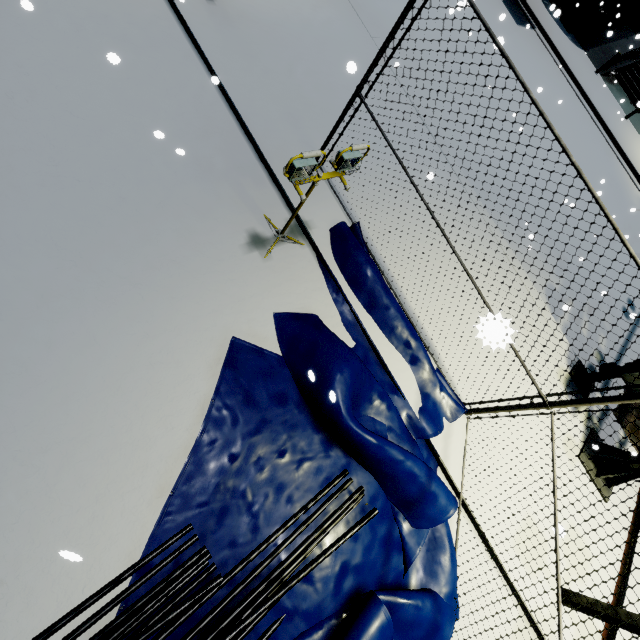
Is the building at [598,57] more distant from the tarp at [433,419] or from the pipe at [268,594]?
the pipe at [268,594]

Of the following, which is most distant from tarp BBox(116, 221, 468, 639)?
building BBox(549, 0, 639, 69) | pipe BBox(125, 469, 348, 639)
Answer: building BBox(549, 0, 639, 69)

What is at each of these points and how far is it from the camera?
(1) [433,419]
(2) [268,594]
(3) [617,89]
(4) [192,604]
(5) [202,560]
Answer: (1) tarp, 5.2m
(2) pipe, 3.4m
(3) building, 20.9m
(4) pipe, 3.1m
(5) pipe, 3.3m

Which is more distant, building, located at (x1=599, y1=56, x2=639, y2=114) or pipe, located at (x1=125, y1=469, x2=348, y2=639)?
building, located at (x1=599, y1=56, x2=639, y2=114)

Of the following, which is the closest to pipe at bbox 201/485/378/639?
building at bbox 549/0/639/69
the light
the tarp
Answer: the tarp

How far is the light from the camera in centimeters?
340cm

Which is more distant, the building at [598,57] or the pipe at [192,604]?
the building at [598,57]

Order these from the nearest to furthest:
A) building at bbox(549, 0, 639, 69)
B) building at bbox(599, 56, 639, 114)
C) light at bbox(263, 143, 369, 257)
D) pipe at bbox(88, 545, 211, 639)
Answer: pipe at bbox(88, 545, 211, 639) < light at bbox(263, 143, 369, 257) < building at bbox(549, 0, 639, 69) < building at bbox(599, 56, 639, 114)
